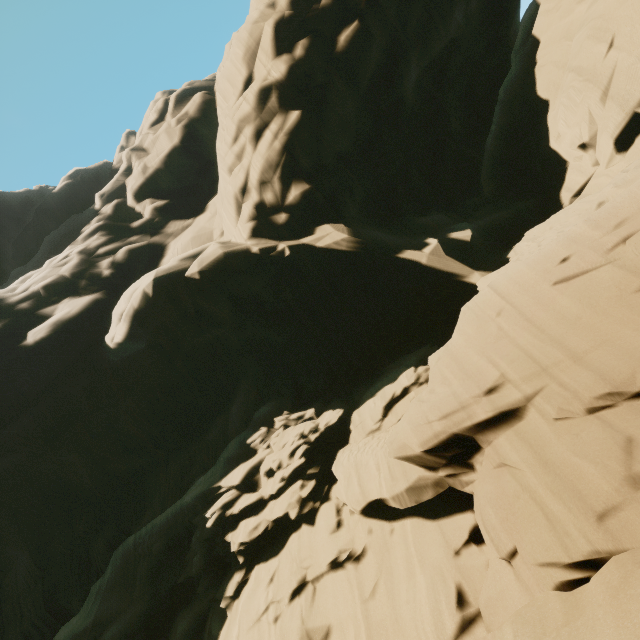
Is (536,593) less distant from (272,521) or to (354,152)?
(272,521)
